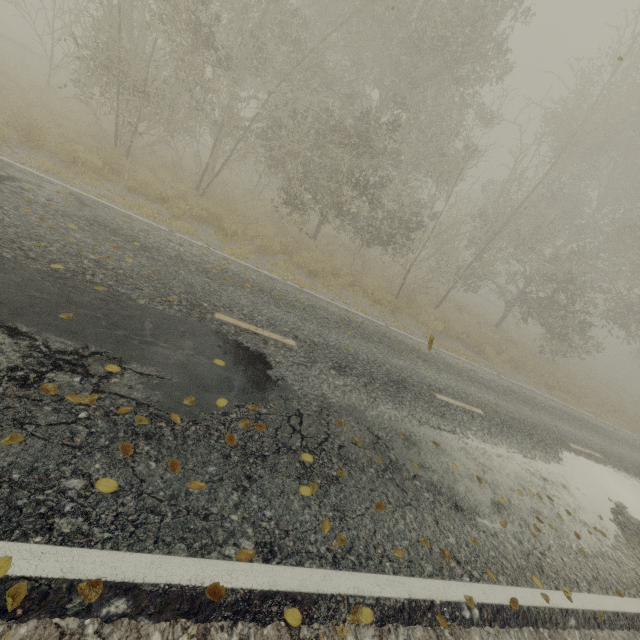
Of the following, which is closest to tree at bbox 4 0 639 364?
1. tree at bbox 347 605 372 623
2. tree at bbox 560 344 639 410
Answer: tree at bbox 347 605 372 623

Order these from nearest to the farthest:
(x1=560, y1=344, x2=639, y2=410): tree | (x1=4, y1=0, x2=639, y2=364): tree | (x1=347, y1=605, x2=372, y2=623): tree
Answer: (x1=347, y1=605, x2=372, y2=623): tree → (x1=4, y1=0, x2=639, y2=364): tree → (x1=560, y1=344, x2=639, y2=410): tree

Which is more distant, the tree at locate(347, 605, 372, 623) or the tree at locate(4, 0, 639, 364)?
the tree at locate(4, 0, 639, 364)

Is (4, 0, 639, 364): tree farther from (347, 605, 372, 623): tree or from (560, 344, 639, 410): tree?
(560, 344, 639, 410): tree

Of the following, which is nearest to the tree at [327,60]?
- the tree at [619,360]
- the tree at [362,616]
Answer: the tree at [362,616]

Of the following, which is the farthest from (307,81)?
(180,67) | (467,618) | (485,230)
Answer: (467,618)

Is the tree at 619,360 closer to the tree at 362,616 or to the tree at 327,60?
the tree at 327,60
